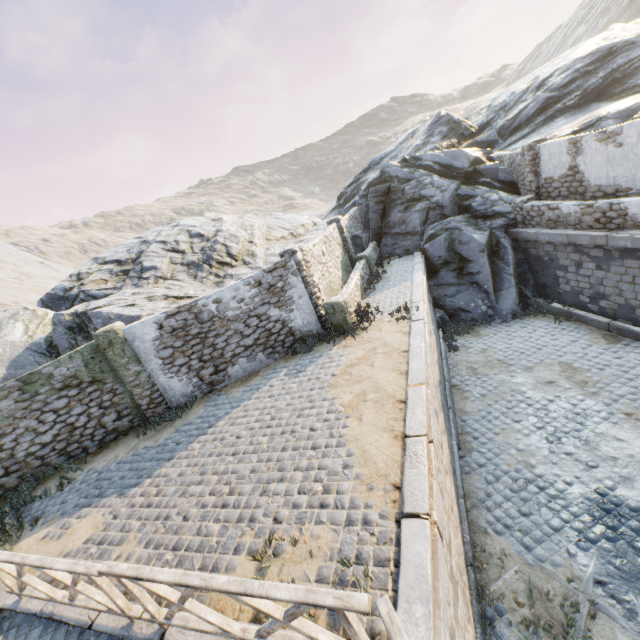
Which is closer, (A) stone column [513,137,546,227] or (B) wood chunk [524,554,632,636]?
(B) wood chunk [524,554,632,636]

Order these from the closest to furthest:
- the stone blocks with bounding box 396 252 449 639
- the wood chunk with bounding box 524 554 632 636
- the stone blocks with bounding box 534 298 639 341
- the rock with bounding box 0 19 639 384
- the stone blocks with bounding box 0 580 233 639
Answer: the stone blocks with bounding box 396 252 449 639
the stone blocks with bounding box 0 580 233 639
the wood chunk with bounding box 524 554 632 636
the stone blocks with bounding box 534 298 639 341
the rock with bounding box 0 19 639 384

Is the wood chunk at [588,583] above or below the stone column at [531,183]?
below

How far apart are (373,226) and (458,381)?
10.9 meters

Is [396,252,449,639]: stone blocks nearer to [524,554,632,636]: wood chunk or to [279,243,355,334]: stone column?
[279,243,355,334]: stone column

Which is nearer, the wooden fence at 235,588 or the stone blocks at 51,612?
the wooden fence at 235,588

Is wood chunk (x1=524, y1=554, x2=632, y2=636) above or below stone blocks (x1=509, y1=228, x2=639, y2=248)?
below

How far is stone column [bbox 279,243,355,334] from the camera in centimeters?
1037cm
